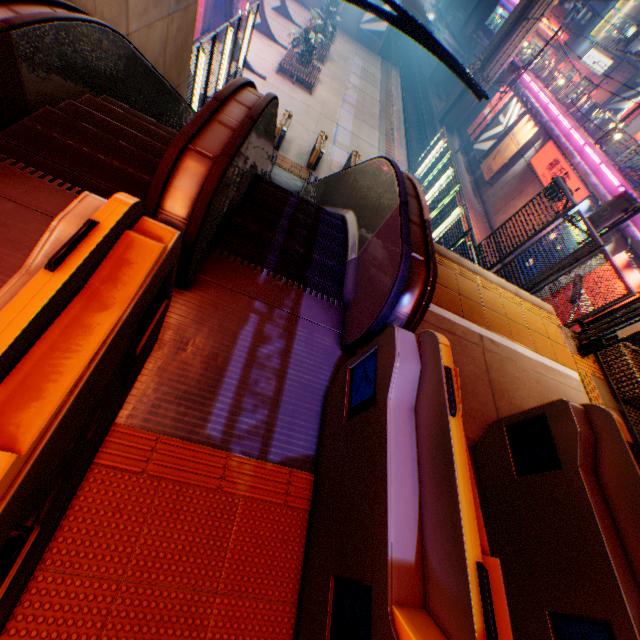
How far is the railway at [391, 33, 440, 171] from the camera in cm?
2718

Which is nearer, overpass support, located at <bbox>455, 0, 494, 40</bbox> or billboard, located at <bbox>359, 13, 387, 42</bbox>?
billboard, located at <bbox>359, 13, 387, 42</bbox>

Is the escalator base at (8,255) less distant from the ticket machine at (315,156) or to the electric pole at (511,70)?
the ticket machine at (315,156)

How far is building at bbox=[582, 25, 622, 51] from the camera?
36.9 meters

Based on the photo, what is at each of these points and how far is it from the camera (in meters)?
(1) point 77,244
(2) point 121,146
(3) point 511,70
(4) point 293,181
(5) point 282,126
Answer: (1) ticket machine, 1.28
(2) steps, 3.35
(3) electric pole, 24.42
(4) escalator base, 15.64
(5) ticket machine, 15.32

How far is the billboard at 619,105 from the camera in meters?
32.5

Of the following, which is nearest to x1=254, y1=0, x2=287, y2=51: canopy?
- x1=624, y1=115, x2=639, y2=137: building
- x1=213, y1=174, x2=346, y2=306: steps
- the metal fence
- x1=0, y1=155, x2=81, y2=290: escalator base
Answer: the metal fence

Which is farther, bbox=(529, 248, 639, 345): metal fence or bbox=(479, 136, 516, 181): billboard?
bbox=(479, 136, 516, 181): billboard
